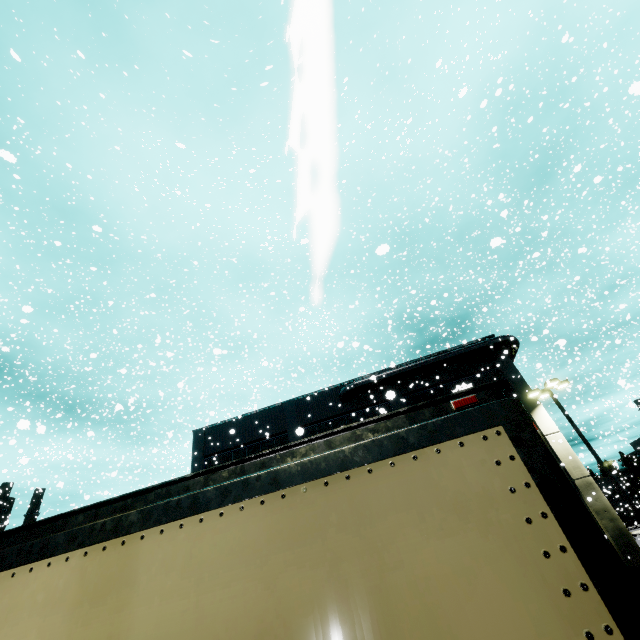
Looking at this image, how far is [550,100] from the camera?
31.8m

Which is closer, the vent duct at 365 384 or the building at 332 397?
the building at 332 397

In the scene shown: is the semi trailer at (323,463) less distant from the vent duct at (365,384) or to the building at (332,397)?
the building at (332,397)

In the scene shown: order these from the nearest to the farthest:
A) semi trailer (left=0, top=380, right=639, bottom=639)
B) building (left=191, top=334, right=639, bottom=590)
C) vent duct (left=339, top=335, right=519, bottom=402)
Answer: semi trailer (left=0, top=380, right=639, bottom=639) → building (left=191, top=334, right=639, bottom=590) → vent duct (left=339, top=335, right=519, bottom=402)

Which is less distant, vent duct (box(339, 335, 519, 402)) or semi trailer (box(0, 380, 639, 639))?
semi trailer (box(0, 380, 639, 639))

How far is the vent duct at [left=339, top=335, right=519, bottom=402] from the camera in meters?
22.5 m

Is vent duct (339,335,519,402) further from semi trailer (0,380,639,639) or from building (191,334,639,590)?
semi trailer (0,380,639,639)
